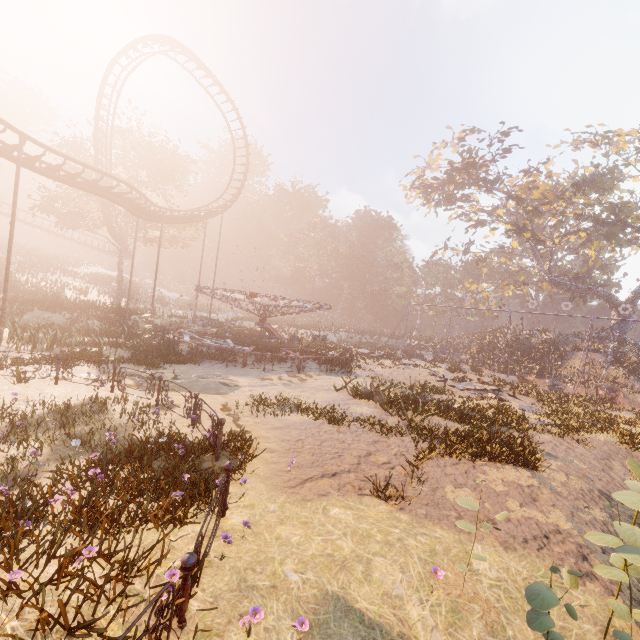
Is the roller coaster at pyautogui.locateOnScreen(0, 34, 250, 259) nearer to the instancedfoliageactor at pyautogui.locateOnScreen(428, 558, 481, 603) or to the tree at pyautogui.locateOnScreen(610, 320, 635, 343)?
the instancedfoliageactor at pyautogui.locateOnScreen(428, 558, 481, 603)

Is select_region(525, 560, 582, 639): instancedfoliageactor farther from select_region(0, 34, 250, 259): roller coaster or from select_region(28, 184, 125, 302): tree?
select_region(28, 184, 125, 302): tree

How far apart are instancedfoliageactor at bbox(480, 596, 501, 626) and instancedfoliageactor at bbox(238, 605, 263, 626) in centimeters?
268cm

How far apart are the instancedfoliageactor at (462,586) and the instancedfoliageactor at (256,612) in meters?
2.7 m

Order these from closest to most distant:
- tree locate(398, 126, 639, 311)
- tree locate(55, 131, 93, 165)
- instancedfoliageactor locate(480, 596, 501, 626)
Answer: instancedfoliageactor locate(480, 596, 501, 626), tree locate(55, 131, 93, 165), tree locate(398, 126, 639, 311)

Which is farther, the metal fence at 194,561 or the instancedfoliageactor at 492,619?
the instancedfoliageactor at 492,619

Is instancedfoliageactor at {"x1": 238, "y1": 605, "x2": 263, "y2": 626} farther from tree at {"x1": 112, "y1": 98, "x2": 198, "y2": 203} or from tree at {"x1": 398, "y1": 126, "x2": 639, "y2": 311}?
tree at {"x1": 398, "y1": 126, "x2": 639, "y2": 311}

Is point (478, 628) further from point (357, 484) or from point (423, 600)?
point (357, 484)
